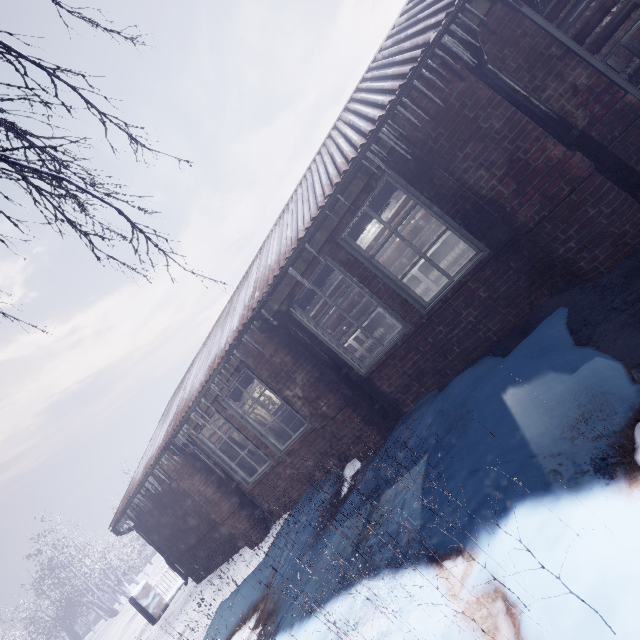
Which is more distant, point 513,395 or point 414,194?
point 414,194

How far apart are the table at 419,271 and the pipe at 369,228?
1.0m

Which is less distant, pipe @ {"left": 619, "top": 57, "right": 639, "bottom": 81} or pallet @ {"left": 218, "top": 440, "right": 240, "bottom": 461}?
pipe @ {"left": 619, "top": 57, "right": 639, "bottom": 81}

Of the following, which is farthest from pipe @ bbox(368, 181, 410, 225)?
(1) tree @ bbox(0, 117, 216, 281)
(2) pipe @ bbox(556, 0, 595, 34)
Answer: (1) tree @ bbox(0, 117, 216, 281)

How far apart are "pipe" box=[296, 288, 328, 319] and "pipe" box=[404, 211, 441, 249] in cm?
49

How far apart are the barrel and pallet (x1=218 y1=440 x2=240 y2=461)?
3.3m

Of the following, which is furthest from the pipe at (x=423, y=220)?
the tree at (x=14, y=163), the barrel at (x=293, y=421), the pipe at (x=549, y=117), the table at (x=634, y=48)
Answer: the tree at (x=14, y=163)

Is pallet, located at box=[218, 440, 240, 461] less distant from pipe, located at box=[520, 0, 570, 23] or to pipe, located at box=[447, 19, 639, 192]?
pipe, located at box=[520, 0, 570, 23]
